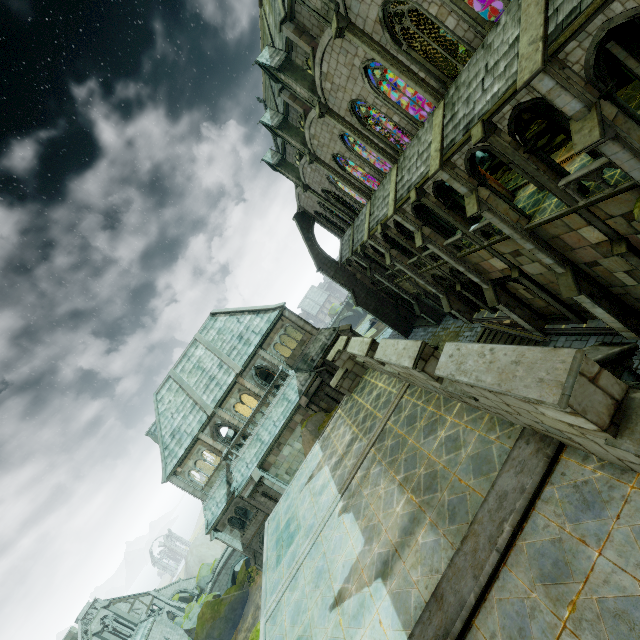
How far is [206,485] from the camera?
28.92m

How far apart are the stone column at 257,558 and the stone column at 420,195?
30.18m

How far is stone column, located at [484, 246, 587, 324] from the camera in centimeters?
1939cm

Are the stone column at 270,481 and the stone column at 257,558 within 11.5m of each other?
yes

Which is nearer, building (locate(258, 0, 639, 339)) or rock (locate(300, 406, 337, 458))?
building (locate(258, 0, 639, 339))

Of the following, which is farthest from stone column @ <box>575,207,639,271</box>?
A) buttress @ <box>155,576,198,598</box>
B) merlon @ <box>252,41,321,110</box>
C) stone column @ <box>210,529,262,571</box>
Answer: buttress @ <box>155,576,198,598</box>

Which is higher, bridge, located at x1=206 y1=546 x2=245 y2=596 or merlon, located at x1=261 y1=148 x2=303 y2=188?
merlon, located at x1=261 y1=148 x2=303 y2=188

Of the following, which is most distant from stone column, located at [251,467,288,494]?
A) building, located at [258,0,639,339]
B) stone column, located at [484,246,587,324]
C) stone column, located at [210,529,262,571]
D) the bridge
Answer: the bridge
